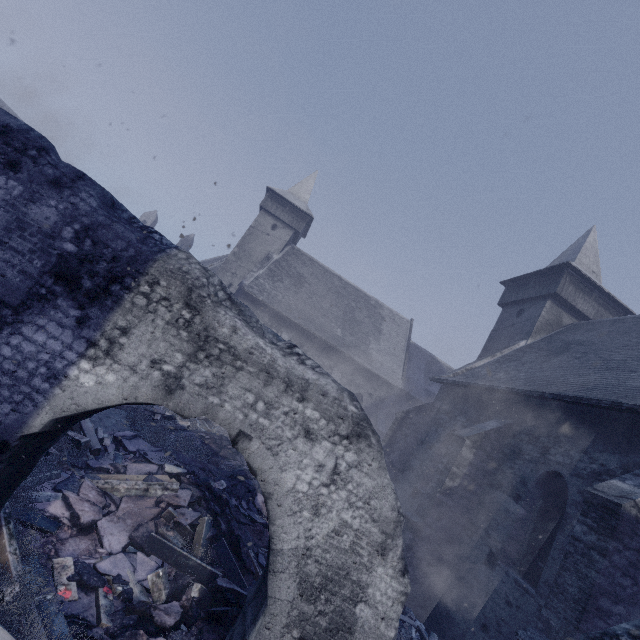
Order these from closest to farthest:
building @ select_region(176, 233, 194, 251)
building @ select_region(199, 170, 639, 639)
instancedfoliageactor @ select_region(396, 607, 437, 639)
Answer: building @ select_region(199, 170, 639, 639)
instancedfoliageactor @ select_region(396, 607, 437, 639)
building @ select_region(176, 233, 194, 251)

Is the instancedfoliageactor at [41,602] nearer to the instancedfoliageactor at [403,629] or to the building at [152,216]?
the building at [152,216]

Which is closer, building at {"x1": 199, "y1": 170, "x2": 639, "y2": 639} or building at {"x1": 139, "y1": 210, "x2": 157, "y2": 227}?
building at {"x1": 199, "y1": 170, "x2": 639, "y2": 639}

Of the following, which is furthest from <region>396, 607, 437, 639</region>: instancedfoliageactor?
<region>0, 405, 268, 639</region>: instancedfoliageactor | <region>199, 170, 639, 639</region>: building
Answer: <region>0, 405, 268, 639</region>: instancedfoliageactor

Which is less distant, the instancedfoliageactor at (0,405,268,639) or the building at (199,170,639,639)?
the instancedfoliageactor at (0,405,268,639)

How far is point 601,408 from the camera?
7.9 meters

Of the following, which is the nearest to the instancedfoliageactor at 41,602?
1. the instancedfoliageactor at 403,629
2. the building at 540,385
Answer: the building at 540,385

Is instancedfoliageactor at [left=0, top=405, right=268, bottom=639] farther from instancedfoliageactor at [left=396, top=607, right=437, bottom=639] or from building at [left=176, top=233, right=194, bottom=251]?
instancedfoliageactor at [left=396, top=607, right=437, bottom=639]
